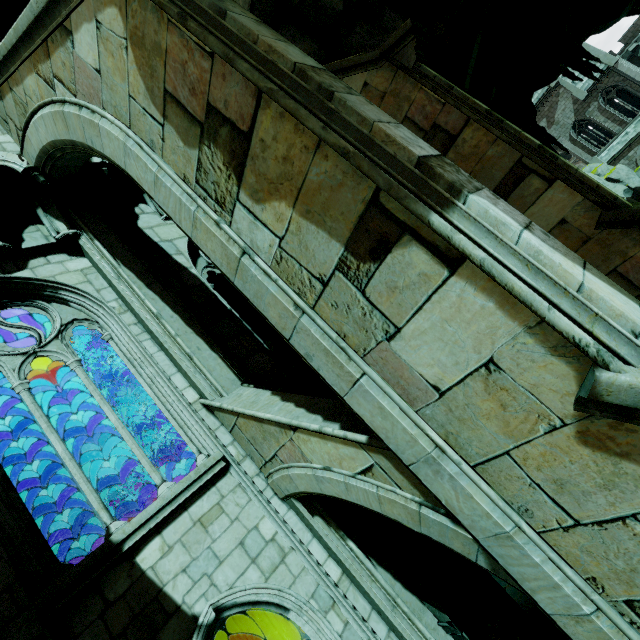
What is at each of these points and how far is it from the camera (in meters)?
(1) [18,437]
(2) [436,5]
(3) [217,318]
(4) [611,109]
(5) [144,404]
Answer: (1) building, 5.48
(2) stone column, 8.68
(3) building, 7.21
(4) building, 32.91
(5) stone column, 9.97

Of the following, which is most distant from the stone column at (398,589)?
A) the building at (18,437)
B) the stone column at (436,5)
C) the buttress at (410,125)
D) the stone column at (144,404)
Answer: the stone column at (436,5)

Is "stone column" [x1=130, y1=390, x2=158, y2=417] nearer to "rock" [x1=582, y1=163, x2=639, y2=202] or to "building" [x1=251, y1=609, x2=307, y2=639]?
"building" [x1=251, y1=609, x2=307, y2=639]

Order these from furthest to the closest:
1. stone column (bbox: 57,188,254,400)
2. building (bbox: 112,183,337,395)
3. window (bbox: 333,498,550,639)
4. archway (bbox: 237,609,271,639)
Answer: archway (bbox: 237,609,271,639) < building (bbox: 112,183,337,395) < stone column (bbox: 57,188,254,400) < window (bbox: 333,498,550,639)

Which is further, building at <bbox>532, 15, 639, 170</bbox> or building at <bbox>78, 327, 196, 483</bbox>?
building at <bbox>532, 15, 639, 170</bbox>

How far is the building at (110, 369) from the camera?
9.30m

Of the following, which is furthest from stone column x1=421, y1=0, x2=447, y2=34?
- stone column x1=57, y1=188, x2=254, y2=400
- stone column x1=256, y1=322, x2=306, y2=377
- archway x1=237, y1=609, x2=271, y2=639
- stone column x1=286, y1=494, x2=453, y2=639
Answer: archway x1=237, y1=609, x2=271, y2=639

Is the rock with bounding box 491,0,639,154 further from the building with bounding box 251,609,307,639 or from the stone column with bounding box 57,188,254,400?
the stone column with bounding box 57,188,254,400
